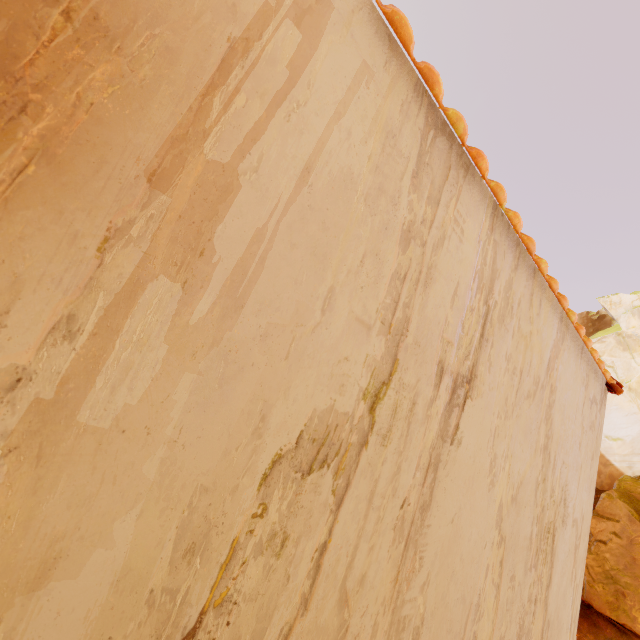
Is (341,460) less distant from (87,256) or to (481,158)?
(87,256)
